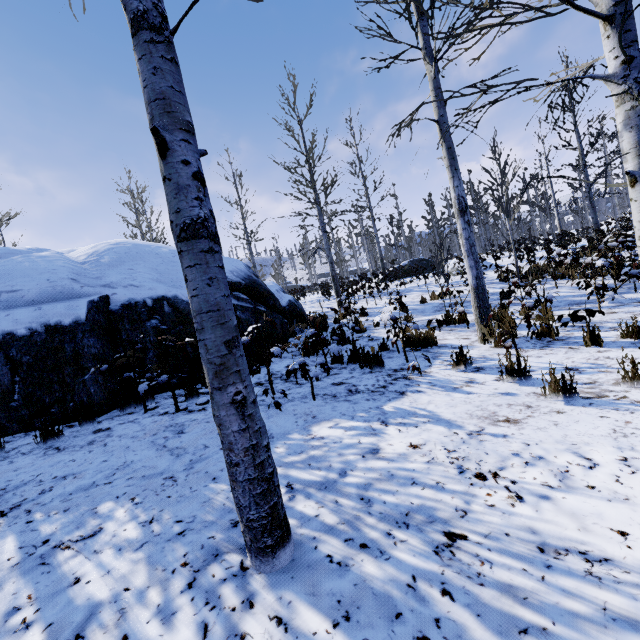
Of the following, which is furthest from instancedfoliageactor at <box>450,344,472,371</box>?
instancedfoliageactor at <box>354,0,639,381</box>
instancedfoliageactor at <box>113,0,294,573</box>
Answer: instancedfoliageactor at <box>113,0,294,573</box>

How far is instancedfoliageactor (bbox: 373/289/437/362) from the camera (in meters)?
5.23

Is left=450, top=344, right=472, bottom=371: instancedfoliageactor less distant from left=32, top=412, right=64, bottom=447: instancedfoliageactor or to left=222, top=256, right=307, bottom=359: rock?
left=32, top=412, right=64, bottom=447: instancedfoliageactor

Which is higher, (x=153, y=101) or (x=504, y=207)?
(x=504, y=207)

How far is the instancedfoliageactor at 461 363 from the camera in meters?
4.7 m

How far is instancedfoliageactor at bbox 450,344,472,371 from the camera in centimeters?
467cm

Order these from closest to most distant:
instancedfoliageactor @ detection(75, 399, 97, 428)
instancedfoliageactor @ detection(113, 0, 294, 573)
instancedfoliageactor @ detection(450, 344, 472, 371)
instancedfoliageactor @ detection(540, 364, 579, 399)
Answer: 1. instancedfoliageactor @ detection(113, 0, 294, 573)
2. instancedfoliageactor @ detection(540, 364, 579, 399)
3. instancedfoliageactor @ detection(75, 399, 97, 428)
4. instancedfoliageactor @ detection(450, 344, 472, 371)

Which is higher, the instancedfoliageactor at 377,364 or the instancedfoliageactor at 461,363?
the instancedfoliageactor at 377,364
